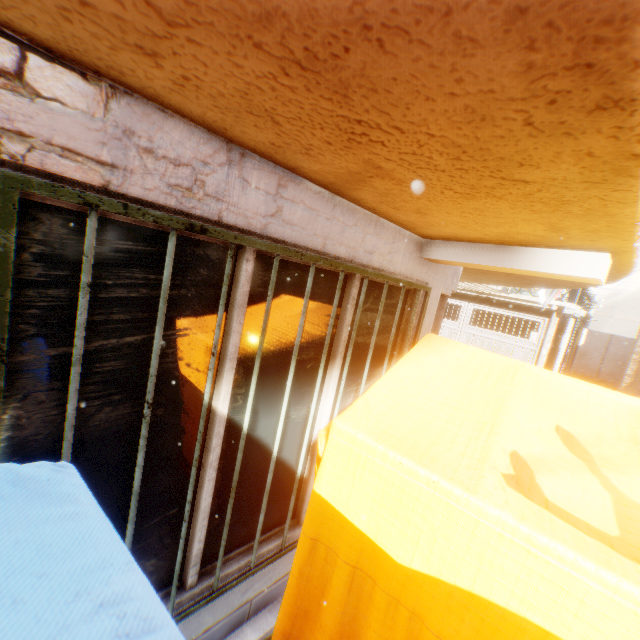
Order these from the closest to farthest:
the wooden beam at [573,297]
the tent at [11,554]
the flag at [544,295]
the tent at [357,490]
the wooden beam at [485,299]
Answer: the tent at [11,554]
the tent at [357,490]
the flag at [544,295]
the wooden beam at [573,297]
the wooden beam at [485,299]

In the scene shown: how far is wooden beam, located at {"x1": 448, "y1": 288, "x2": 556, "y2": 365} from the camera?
11.84m

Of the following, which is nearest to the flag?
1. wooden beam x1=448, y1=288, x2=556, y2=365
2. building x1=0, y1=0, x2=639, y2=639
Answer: building x1=0, y1=0, x2=639, y2=639

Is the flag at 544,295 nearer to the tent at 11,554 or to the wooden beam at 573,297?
the tent at 11,554

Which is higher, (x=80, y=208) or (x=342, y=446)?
(x=80, y=208)

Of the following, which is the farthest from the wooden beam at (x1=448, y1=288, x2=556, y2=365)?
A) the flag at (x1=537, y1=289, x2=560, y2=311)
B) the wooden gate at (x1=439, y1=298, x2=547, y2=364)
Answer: the flag at (x1=537, y1=289, x2=560, y2=311)

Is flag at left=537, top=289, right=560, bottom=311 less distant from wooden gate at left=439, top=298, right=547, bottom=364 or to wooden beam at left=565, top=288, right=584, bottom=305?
wooden gate at left=439, top=298, right=547, bottom=364
